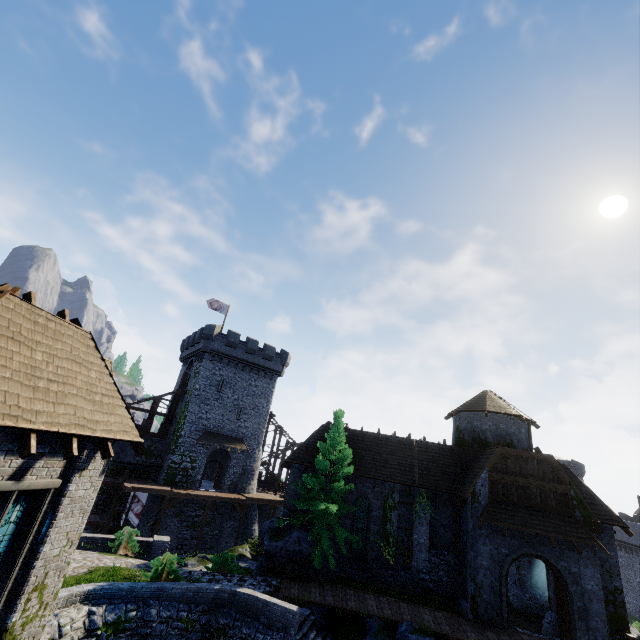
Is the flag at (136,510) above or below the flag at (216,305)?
below

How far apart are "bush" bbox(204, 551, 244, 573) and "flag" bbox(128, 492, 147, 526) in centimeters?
1202cm

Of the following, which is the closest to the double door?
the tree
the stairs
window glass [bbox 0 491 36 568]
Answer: the tree

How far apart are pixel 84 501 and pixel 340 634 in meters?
13.1 m

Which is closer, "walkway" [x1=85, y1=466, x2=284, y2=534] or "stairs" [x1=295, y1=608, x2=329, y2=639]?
"stairs" [x1=295, y1=608, x2=329, y2=639]

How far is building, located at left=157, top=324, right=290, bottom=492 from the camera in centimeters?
3350cm

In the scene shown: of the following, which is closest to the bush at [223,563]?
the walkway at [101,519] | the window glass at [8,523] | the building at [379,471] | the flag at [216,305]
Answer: the building at [379,471]

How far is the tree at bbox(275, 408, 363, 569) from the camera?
18.59m
